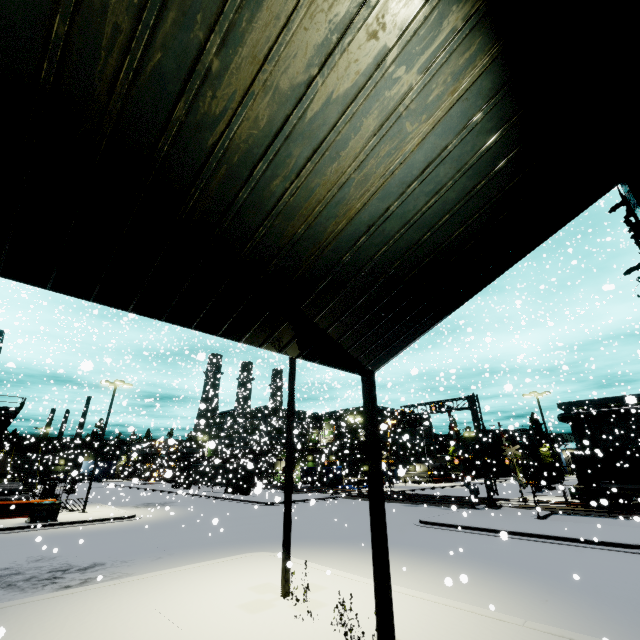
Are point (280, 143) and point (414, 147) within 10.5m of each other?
yes

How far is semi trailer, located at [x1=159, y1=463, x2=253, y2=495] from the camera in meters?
40.8 m

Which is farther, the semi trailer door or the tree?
the semi trailer door

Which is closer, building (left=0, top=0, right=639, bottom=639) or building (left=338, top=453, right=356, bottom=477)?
building (left=0, top=0, right=639, bottom=639)

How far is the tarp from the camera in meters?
37.0 m

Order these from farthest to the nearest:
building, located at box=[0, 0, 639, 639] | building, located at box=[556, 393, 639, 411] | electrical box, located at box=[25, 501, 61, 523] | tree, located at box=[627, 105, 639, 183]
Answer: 1. electrical box, located at box=[25, 501, 61, 523]
2. building, located at box=[556, 393, 639, 411]
3. tree, located at box=[627, 105, 639, 183]
4. building, located at box=[0, 0, 639, 639]

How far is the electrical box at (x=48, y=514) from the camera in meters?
19.8

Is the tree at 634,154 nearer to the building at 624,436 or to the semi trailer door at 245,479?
the building at 624,436
